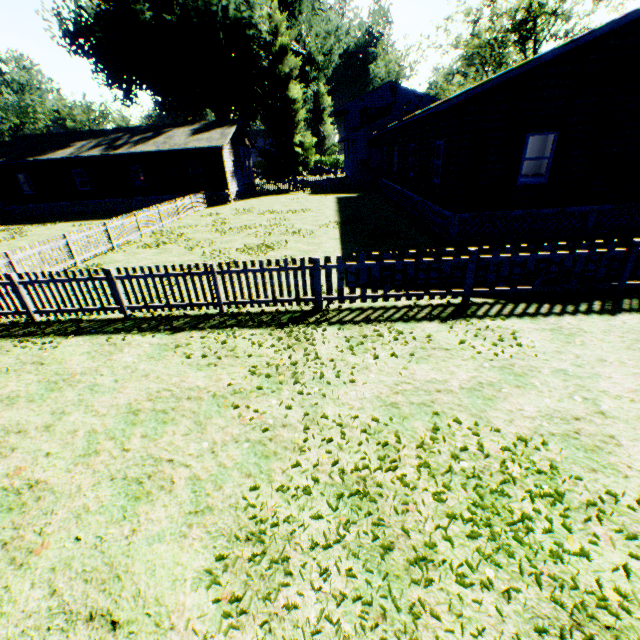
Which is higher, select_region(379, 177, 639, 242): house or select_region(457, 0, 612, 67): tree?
select_region(457, 0, 612, 67): tree

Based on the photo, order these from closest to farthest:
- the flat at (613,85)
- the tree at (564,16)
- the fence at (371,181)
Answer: the flat at (613,85) < the fence at (371,181) < the tree at (564,16)

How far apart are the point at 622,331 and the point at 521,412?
3.6m

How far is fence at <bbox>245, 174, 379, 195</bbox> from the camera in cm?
3177

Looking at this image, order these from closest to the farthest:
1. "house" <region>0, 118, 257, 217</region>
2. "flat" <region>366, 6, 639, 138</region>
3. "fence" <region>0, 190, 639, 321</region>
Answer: "fence" <region>0, 190, 639, 321</region>, "flat" <region>366, 6, 639, 138</region>, "house" <region>0, 118, 257, 217</region>

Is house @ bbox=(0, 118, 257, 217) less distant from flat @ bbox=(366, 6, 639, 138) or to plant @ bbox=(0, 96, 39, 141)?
plant @ bbox=(0, 96, 39, 141)

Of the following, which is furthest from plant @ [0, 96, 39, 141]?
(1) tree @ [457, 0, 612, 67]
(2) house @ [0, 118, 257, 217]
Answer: (1) tree @ [457, 0, 612, 67]

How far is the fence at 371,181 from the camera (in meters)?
31.77
